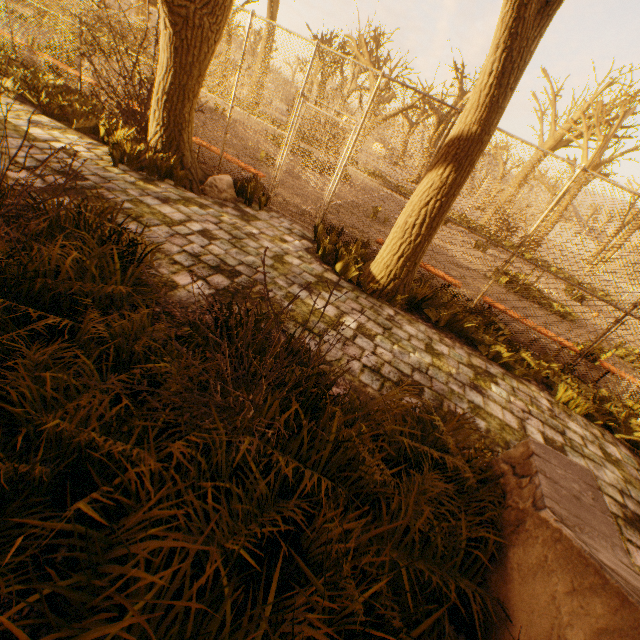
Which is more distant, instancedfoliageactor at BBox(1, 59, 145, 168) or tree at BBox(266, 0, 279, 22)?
tree at BBox(266, 0, 279, 22)

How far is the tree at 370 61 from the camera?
19.5m

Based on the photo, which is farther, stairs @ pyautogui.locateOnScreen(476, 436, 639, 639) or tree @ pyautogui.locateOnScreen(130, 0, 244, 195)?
tree @ pyautogui.locateOnScreen(130, 0, 244, 195)

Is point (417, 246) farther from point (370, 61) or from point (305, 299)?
point (370, 61)

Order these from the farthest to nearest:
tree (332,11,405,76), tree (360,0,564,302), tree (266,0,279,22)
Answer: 1. tree (266,0,279,22)
2. tree (332,11,405,76)
3. tree (360,0,564,302)

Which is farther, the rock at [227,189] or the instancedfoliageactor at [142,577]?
the rock at [227,189]

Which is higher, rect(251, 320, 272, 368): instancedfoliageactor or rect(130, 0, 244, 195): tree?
rect(130, 0, 244, 195): tree

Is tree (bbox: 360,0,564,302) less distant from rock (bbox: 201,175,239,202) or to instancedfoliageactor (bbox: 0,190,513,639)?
rock (bbox: 201,175,239,202)
